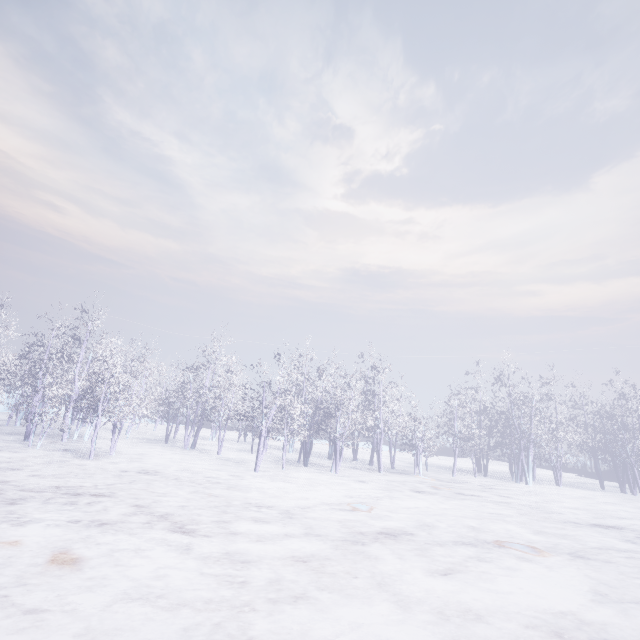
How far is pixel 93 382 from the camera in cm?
1791
